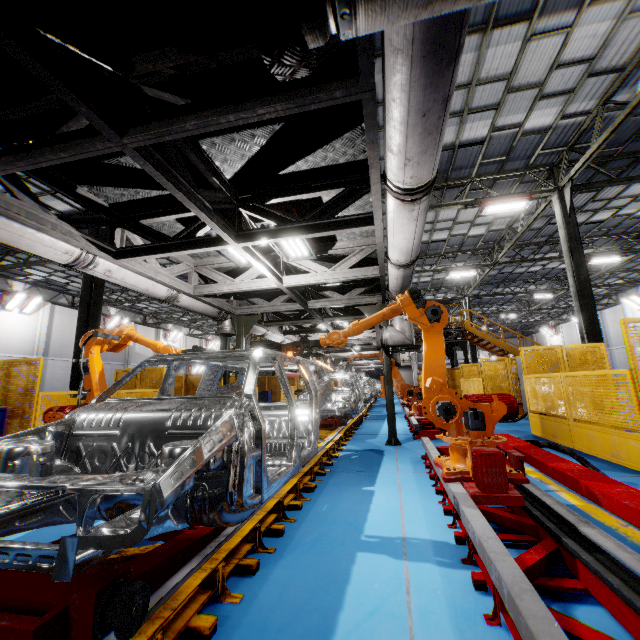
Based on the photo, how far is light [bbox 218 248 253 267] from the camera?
5.76m

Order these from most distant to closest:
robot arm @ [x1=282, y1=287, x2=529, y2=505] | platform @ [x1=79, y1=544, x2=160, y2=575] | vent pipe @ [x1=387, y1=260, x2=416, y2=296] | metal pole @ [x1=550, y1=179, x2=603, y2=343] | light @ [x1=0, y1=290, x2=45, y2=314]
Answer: light @ [x1=0, y1=290, x2=45, y2=314] < metal pole @ [x1=550, y1=179, x2=603, y2=343] < vent pipe @ [x1=387, y1=260, x2=416, y2=296] < robot arm @ [x1=282, y1=287, x2=529, y2=505] < platform @ [x1=79, y1=544, x2=160, y2=575]

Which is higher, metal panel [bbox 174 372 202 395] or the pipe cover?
the pipe cover

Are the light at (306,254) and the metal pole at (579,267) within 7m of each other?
no

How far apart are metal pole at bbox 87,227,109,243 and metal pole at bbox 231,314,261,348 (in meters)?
4.09

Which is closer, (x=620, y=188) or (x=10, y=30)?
(x=10, y=30)

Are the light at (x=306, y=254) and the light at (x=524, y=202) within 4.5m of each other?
no

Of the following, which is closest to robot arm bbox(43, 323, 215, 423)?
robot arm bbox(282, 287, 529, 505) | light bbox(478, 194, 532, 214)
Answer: robot arm bbox(282, 287, 529, 505)
